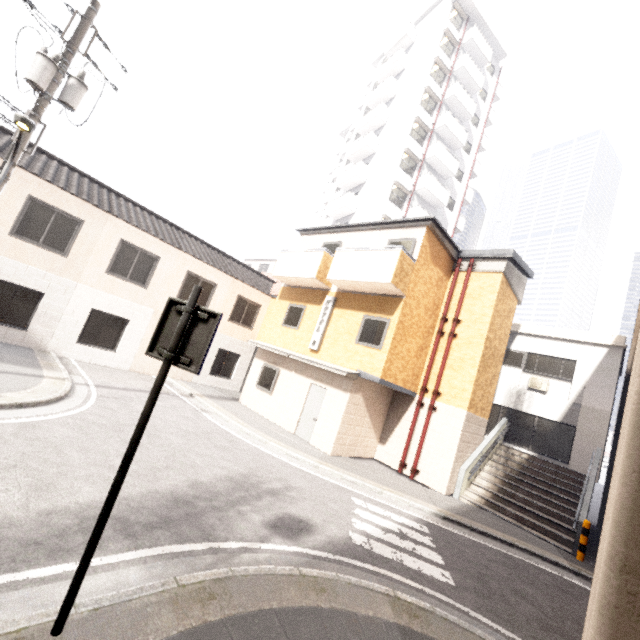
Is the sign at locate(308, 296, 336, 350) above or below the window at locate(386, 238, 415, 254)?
below

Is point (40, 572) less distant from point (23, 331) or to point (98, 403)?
point (98, 403)

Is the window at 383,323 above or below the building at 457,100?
below

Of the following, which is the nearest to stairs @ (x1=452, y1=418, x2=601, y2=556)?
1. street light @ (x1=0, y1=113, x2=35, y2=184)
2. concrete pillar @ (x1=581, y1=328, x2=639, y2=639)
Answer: concrete pillar @ (x1=581, y1=328, x2=639, y2=639)

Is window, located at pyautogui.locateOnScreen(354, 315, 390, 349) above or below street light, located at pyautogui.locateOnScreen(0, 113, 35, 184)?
below

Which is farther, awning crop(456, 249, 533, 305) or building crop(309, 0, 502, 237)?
building crop(309, 0, 502, 237)

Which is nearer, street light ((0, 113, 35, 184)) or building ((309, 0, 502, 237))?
street light ((0, 113, 35, 184))

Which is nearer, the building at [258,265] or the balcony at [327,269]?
the balcony at [327,269]
